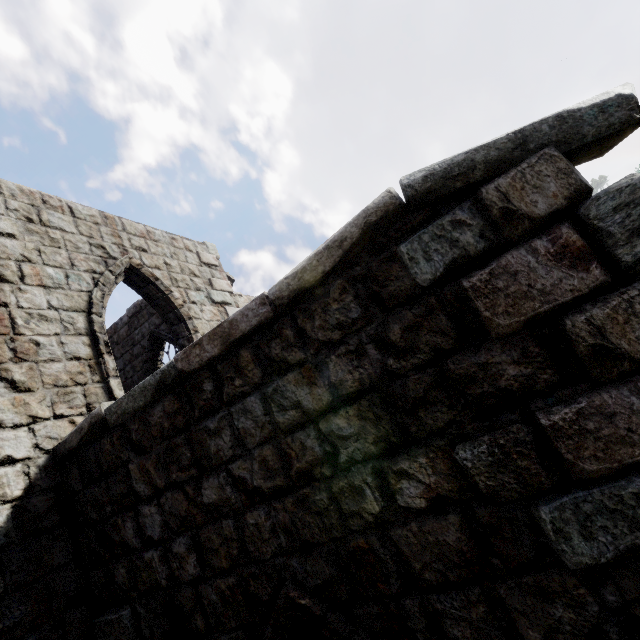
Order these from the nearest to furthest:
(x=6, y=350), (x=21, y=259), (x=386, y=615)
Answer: (x=386, y=615) → (x=6, y=350) → (x=21, y=259)
